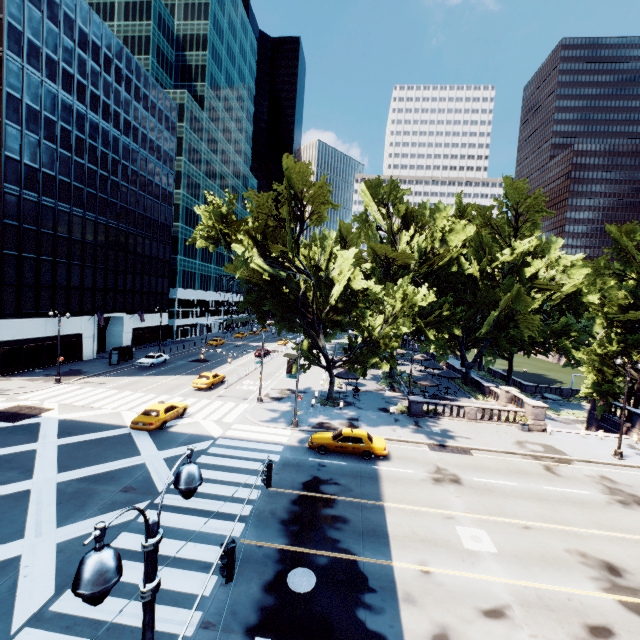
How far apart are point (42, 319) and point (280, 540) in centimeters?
3990cm

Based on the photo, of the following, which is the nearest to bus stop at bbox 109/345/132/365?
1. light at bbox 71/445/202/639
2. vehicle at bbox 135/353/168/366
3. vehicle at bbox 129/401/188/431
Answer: vehicle at bbox 135/353/168/366

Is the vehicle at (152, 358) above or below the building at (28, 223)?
below

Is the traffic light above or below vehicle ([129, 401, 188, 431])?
above

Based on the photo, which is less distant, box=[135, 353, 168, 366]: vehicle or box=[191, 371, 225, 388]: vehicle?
box=[191, 371, 225, 388]: vehicle

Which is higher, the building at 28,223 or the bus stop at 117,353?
the building at 28,223

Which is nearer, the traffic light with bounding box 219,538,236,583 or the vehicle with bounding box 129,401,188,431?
the traffic light with bounding box 219,538,236,583

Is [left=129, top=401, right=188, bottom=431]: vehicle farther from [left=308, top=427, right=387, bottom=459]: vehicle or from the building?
the building
